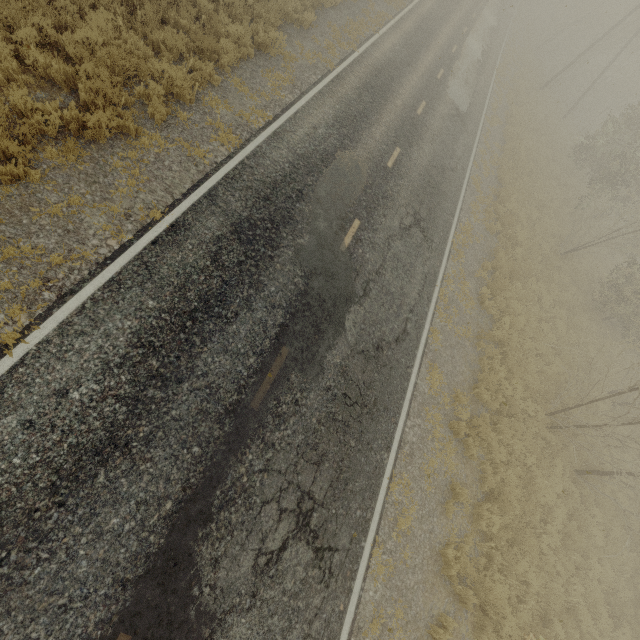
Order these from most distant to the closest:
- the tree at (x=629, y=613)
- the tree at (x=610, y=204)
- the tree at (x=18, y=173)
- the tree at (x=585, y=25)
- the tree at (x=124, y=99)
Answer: the tree at (x=585, y=25) < the tree at (x=629, y=613) < the tree at (x=610, y=204) < the tree at (x=124, y=99) < the tree at (x=18, y=173)

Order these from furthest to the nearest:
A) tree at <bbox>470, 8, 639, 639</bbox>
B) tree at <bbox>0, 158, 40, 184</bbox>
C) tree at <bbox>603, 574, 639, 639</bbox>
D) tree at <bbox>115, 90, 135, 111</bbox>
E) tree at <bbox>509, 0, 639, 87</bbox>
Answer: tree at <bbox>509, 0, 639, 87</bbox> → tree at <bbox>603, 574, 639, 639</bbox> → tree at <bbox>470, 8, 639, 639</bbox> → tree at <bbox>115, 90, 135, 111</bbox> → tree at <bbox>0, 158, 40, 184</bbox>

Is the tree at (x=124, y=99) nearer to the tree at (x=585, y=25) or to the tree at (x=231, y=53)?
the tree at (x=231, y=53)

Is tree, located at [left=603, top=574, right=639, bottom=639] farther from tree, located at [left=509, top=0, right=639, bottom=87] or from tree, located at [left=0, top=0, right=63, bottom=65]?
tree, located at [left=509, top=0, right=639, bottom=87]

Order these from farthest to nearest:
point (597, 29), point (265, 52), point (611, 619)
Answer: point (597, 29) < point (265, 52) < point (611, 619)

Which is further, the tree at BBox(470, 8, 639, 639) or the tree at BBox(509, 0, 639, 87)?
the tree at BBox(509, 0, 639, 87)

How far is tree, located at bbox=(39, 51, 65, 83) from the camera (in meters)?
6.59

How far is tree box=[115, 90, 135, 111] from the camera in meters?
7.1
